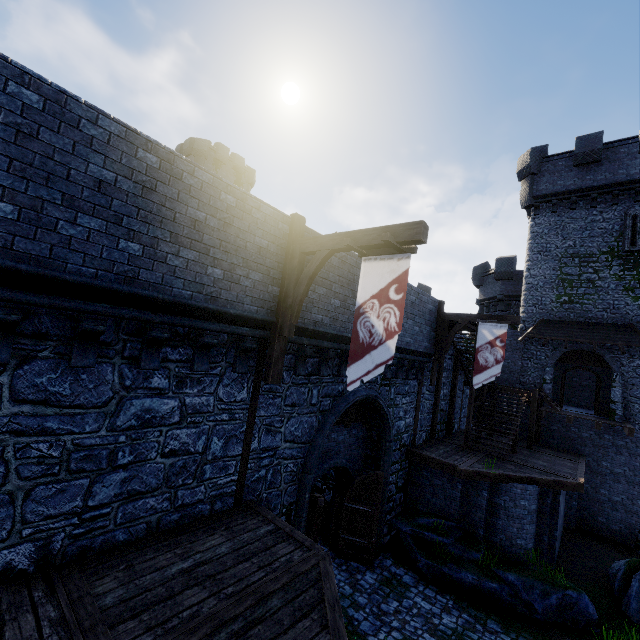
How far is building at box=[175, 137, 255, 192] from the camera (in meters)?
34.59

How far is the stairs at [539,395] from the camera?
15.4 meters

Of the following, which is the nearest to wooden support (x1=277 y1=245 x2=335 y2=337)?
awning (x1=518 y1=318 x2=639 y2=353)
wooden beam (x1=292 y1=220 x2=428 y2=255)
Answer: wooden beam (x1=292 y1=220 x2=428 y2=255)

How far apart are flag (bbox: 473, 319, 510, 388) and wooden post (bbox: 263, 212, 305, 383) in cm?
945

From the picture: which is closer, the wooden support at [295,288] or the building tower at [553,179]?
the wooden support at [295,288]

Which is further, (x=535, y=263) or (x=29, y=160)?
(x=535, y=263)

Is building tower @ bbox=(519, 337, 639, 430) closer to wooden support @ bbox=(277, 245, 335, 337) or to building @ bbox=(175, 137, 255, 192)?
wooden support @ bbox=(277, 245, 335, 337)

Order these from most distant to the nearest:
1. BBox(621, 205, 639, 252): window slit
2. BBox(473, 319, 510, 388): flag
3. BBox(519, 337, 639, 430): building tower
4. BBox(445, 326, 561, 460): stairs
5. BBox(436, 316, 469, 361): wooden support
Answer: BBox(621, 205, 639, 252): window slit
BBox(519, 337, 639, 430): building tower
BBox(445, 326, 561, 460): stairs
BBox(436, 316, 469, 361): wooden support
BBox(473, 319, 510, 388): flag
